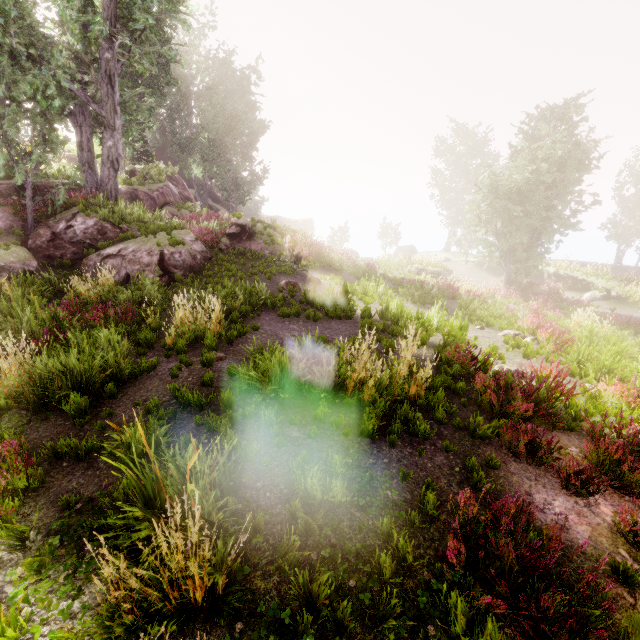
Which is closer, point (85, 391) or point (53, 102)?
point (85, 391)

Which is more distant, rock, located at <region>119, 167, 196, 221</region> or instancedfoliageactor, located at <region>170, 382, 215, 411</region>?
rock, located at <region>119, 167, 196, 221</region>

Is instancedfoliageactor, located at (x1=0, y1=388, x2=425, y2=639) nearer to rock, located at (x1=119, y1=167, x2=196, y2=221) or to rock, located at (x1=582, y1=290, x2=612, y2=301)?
rock, located at (x1=119, y1=167, x2=196, y2=221)

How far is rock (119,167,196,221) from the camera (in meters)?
20.67

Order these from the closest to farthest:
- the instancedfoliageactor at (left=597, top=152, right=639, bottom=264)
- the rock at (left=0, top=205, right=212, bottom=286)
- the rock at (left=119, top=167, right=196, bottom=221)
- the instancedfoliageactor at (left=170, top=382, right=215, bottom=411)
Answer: the instancedfoliageactor at (left=170, top=382, right=215, bottom=411), the rock at (left=0, top=205, right=212, bottom=286), the rock at (left=119, top=167, right=196, bottom=221), the instancedfoliageactor at (left=597, top=152, right=639, bottom=264)

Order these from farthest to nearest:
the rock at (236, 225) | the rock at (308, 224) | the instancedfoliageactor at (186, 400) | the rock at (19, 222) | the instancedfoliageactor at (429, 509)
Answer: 1. the rock at (308, 224)
2. the rock at (236, 225)
3. the rock at (19, 222)
4. the instancedfoliageactor at (186, 400)
5. the instancedfoliageactor at (429, 509)

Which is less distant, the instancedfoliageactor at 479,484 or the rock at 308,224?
the instancedfoliageactor at 479,484
